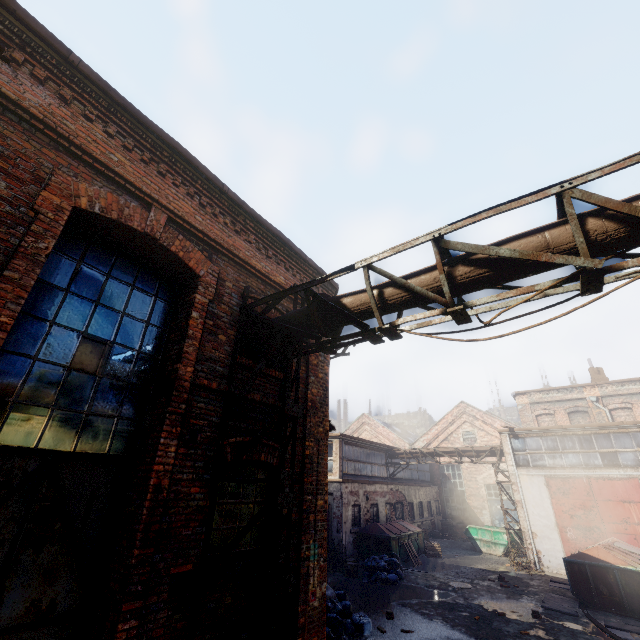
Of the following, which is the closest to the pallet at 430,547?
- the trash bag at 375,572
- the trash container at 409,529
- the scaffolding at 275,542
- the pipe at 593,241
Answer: the trash container at 409,529

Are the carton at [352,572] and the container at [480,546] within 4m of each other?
no

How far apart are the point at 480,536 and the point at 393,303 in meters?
23.7 m

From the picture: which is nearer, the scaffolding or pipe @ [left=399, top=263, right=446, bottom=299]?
the scaffolding

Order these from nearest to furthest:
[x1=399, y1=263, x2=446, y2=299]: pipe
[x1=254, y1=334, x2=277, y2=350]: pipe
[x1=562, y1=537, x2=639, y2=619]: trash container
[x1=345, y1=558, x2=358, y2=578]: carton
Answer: [x1=399, y1=263, x2=446, y2=299]: pipe
[x1=254, y1=334, x2=277, y2=350]: pipe
[x1=562, y1=537, x2=639, y2=619]: trash container
[x1=345, y1=558, x2=358, y2=578]: carton

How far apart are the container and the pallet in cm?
351

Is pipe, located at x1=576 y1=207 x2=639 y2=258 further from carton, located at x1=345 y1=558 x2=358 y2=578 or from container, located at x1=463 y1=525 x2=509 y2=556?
container, located at x1=463 y1=525 x2=509 y2=556

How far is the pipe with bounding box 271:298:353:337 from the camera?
5.1m
